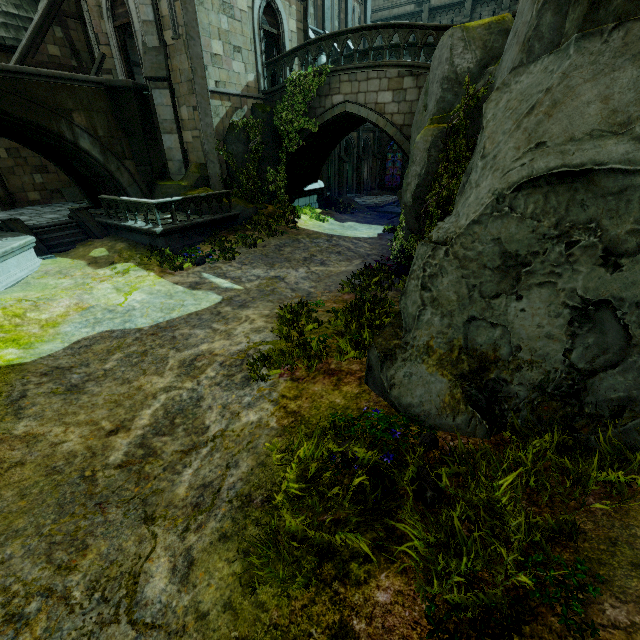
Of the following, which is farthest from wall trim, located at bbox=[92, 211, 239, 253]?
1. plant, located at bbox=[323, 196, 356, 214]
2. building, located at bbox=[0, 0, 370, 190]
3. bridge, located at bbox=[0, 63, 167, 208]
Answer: plant, located at bbox=[323, 196, 356, 214]

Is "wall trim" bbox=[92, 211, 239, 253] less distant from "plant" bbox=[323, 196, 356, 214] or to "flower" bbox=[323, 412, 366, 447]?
"plant" bbox=[323, 196, 356, 214]

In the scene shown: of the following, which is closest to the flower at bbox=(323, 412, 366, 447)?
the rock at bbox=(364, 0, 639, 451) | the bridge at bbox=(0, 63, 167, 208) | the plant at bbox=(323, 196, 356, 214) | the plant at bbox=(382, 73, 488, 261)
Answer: the rock at bbox=(364, 0, 639, 451)

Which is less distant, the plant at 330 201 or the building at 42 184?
the building at 42 184

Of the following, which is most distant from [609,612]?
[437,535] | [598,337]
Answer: [598,337]

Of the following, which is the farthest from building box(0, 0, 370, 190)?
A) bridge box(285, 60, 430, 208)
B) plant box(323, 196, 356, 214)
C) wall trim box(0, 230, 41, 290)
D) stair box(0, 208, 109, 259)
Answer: wall trim box(0, 230, 41, 290)

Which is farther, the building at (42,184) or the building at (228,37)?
the building at (42,184)

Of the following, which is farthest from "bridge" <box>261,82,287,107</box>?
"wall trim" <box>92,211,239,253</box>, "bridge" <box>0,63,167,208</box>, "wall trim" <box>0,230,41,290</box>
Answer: "wall trim" <box>0,230,41,290</box>
